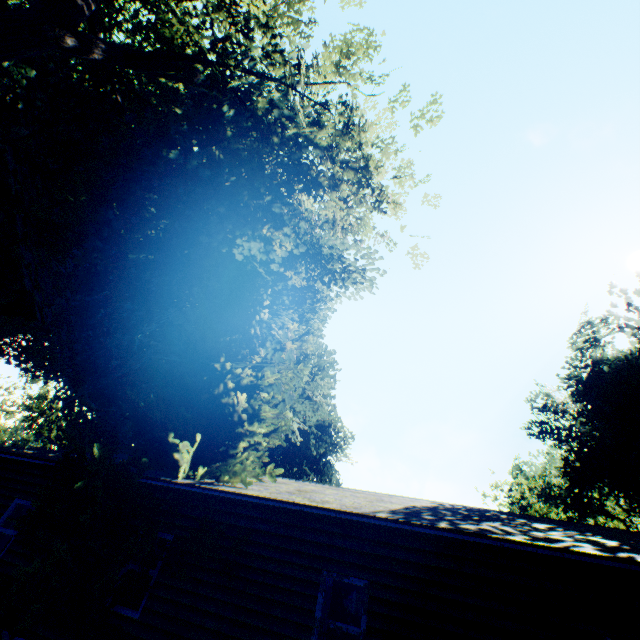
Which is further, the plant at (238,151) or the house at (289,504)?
the plant at (238,151)

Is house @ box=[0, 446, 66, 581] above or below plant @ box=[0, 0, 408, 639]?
below

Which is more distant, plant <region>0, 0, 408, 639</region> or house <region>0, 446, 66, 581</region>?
Answer: house <region>0, 446, 66, 581</region>

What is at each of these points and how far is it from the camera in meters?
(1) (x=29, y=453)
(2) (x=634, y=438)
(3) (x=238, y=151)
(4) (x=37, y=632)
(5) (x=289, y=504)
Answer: (1) house, 10.1
(2) plant, 19.5
(3) plant, 8.5
(4) house, 7.4
(5) house, 6.9

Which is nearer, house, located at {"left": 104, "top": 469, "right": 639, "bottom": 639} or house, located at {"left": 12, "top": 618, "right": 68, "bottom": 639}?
house, located at {"left": 104, "top": 469, "right": 639, "bottom": 639}

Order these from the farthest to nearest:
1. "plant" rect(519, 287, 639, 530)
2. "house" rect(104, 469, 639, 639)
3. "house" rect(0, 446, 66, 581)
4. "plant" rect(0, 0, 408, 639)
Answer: "plant" rect(519, 287, 639, 530)
"house" rect(0, 446, 66, 581)
"plant" rect(0, 0, 408, 639)
"house" rect(104, 469, 639, 639)

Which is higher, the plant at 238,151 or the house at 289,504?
the plant at 238,151
